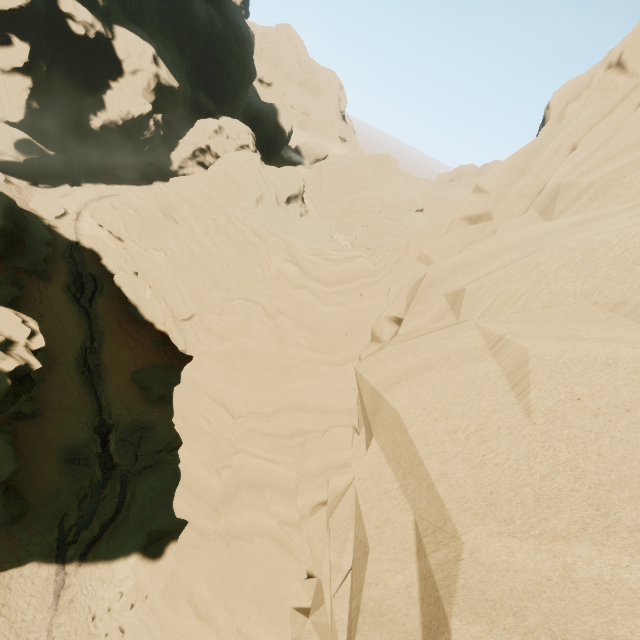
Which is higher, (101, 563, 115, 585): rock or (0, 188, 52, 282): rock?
(0, 188, 52, 282): rock

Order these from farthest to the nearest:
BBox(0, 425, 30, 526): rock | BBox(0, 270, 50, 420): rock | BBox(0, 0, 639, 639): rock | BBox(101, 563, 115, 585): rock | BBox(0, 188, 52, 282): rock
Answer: BBox(0, 188, 52, 282): rock < BBox(101, 563, 115, 585): rock < BBox(0, 425, 30, 526): rock < BBox(0, 270, 50, 420): rock < BBox(0, 0, 639, 639): rock

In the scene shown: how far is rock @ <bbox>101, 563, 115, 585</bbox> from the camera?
21.28m

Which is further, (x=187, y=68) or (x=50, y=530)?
(x=187, y=68)

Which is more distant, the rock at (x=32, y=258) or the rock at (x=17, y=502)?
the rock at (x=32, y=258)

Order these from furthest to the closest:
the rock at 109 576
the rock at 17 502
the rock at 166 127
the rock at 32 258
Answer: the rock at 32 258, the rock at 109 576, the rock at 17 502, the rock at 166 127

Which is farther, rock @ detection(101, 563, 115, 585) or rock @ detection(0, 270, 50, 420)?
rock @ detection(101, 563, 115, 585)
